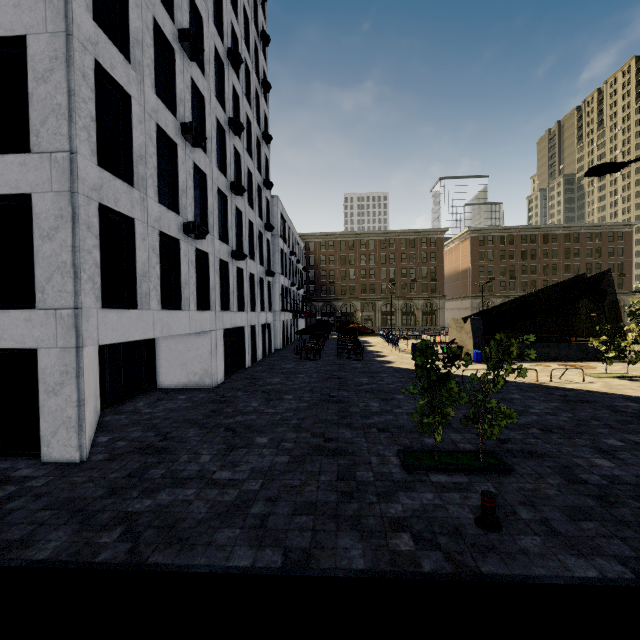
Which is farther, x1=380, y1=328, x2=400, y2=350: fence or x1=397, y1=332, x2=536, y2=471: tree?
x1=380, y1=328, x2=400, y2=350: fence

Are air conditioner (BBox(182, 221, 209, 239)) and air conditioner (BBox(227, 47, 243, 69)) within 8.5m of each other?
no

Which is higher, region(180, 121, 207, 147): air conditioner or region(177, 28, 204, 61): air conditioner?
region(177, 28, 204, 61): air conditioner

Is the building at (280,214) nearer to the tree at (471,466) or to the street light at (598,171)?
the tree at (471,466)

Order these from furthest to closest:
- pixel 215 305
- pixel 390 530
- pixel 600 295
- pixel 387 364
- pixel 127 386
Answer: pixel 600 295 → pixel 387 364 → pixel 215 305 → pixel 127 386 → pixel 390 530

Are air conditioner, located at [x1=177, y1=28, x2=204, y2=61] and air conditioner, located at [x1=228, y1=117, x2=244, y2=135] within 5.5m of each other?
yes

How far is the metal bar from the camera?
5.5 meters

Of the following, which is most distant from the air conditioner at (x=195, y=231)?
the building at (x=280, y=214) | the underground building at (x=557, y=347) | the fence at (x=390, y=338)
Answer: the fence at (x=390, y=338)
